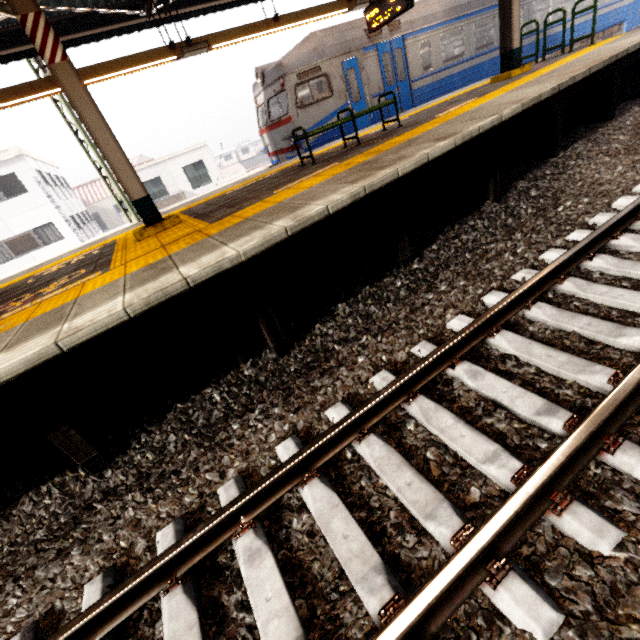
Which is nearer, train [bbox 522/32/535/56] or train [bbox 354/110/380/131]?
train [bbox 354/110/380/131]

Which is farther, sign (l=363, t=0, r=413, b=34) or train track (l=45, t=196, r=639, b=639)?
sign (l=363, t=0, r=413, b=34)

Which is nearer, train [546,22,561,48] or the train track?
the train track

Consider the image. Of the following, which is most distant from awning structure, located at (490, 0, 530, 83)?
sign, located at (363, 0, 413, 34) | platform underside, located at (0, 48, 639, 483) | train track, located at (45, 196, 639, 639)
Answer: train track, located at (45, 196, 639, 639)

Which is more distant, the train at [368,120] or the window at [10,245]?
the window at [10,245]

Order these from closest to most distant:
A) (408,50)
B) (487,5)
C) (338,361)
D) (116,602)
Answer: (116,602), (338,361), (408,50), (487,5)

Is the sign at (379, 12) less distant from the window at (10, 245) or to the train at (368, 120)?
the train at (368, 120)

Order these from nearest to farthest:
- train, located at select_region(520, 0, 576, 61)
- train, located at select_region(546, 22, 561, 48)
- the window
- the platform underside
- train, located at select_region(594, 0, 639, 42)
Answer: the platform underside, train, located at select_region(520, 0, 576, 61), train, located at select_region(546, 22, 561, 48), train, located at select_region(594, 0, 639, 42), the window
